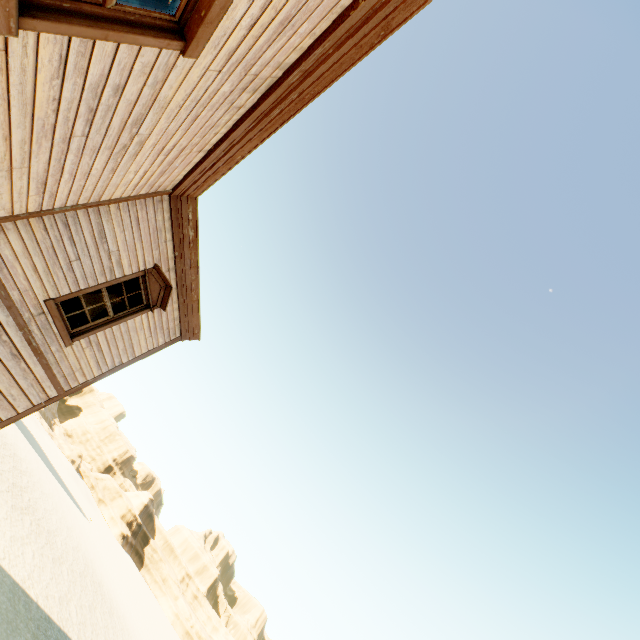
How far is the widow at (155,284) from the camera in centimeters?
608cm

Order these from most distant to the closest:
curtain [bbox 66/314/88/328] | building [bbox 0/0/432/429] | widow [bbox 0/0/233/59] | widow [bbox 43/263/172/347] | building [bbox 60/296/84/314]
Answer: building [bbox 60/296/84/314] < curtain [bbox 66/314/88/328] < widow [bbox 43/263/172/347] < building [bbox 0/0/432/429] < widow [bbox 0/0/233/59]

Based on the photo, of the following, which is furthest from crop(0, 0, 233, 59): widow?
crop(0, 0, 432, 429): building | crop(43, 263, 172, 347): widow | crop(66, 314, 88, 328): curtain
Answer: crop(66, 314, 88, 328): curtain

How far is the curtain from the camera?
6.66m

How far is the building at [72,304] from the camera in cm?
874

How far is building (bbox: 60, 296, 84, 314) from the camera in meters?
8.7 m

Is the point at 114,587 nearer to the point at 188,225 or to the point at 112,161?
the point at 188,225

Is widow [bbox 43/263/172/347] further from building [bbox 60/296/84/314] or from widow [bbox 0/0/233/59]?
widow [bbox 0/0/233/59]
